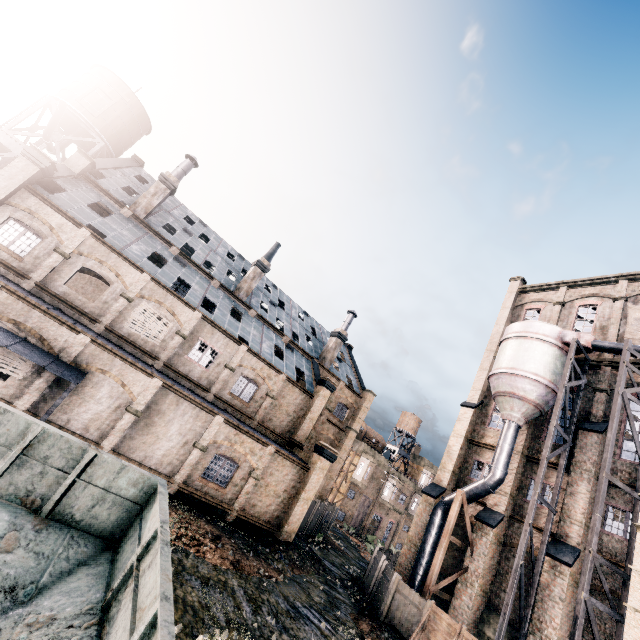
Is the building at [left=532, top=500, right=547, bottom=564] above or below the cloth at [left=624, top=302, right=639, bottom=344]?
below

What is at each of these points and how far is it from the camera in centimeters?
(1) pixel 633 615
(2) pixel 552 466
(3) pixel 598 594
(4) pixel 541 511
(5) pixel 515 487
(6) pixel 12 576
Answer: (1) building, 1405cm
(2) building, 2362cm
(3) building, 1845cm
(4) building, 2259cm
(5) building, 2416cm
(6) rail car container, 604cm

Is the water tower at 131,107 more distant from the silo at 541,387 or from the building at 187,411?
the silo at 541,387

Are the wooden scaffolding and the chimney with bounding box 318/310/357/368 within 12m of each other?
no

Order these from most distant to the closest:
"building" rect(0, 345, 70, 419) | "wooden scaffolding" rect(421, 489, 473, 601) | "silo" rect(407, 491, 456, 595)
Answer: "silo" rect(407, 491, 456, 595), "wooden scaffolding" rect(421, 489, 473, 601), "building" rect(0, 345, 70, 419)

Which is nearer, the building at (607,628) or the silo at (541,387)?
the silo at (541,387)

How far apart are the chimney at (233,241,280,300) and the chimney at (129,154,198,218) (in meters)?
9.47

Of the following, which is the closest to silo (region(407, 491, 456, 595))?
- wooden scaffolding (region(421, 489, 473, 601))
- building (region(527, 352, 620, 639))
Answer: building (region(527, 352, 620, 639))
